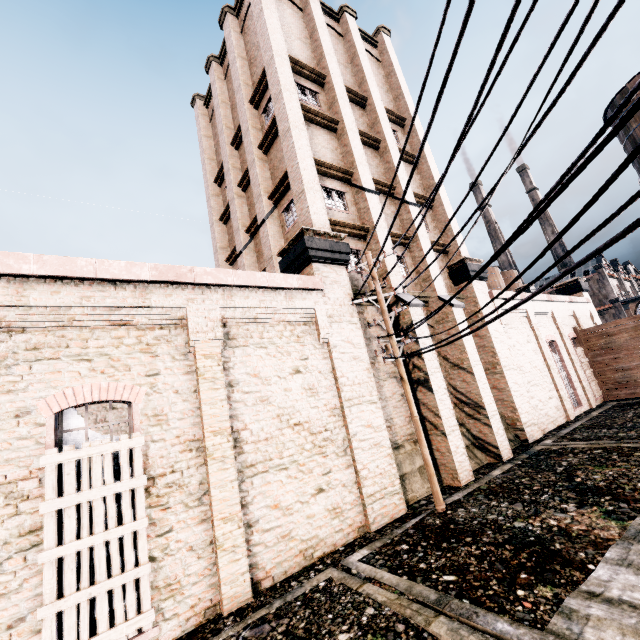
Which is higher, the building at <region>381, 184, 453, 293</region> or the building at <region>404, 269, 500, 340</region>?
the building at <region>381, 184, 453, 293</region>

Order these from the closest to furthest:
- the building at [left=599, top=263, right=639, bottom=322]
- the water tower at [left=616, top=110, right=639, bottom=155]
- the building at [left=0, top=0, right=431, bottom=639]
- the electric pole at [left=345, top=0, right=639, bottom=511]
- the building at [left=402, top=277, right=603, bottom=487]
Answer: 1. the electric pole at [left=345, top=0, right=639, bottom=511]
2. the building at [left=0, top=0, right=431, bottom=639]
3. the building at [left=402, top=277, right=603, bottom=487]
4. the water tower at [left=616, top=110, right=639, bottom=155]
5. the building at [left=599, top=263, right=639, bottom=322]

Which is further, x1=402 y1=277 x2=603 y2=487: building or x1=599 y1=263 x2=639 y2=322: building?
x1=599 y1=263 x2=639 y2=322: building

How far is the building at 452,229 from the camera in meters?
16.6

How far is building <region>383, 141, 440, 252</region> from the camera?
16.73m

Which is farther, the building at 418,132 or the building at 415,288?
the building at 418,132

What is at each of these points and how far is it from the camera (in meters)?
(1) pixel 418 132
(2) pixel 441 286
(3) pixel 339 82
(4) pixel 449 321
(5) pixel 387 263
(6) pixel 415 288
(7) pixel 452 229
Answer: (1) building, 21.28
(2) building, 16.55
(3) building, 17.84
(4) building, 15.59
(5) building, 14.63
(6) building, 16.61
(7) building, 19.31
